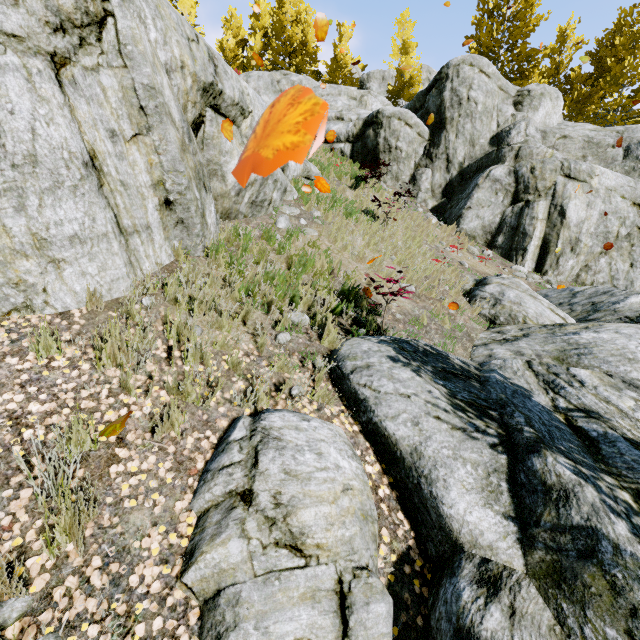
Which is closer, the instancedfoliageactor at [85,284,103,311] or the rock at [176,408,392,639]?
the rock at [176,408,392,639]

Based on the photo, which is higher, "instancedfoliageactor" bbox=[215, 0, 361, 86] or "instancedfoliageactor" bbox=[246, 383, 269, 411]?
"instancedfoliageactor" bbox=[215, 0, 361, 86]

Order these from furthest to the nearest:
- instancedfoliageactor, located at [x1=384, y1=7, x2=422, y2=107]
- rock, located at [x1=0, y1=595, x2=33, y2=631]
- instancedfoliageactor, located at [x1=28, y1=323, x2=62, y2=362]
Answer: instancedfoliageactor, located at [x1=384, y1=7, x2=422, y2=107] < instancedfoliageactor, located at [x1=28, y1=323, x2=62, y2=362] < rock, located at [x1=0, y1=595, x2=33, y2=631]

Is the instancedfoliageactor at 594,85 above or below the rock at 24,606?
above

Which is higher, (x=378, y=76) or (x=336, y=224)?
(x=378, y=76)

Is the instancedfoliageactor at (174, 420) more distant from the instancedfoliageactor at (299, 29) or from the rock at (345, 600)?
the instancedfoliageactor at (299, 29)

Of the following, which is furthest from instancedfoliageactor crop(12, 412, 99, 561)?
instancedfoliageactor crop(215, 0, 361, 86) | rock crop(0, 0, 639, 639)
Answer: instancedfoliageactor crop(215, 0, 361, 86)

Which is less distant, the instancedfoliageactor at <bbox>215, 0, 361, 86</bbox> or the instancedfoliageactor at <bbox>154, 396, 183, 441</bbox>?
the instancedfoliageactor at <bbox>154, 396, 183, 441</bbox>
